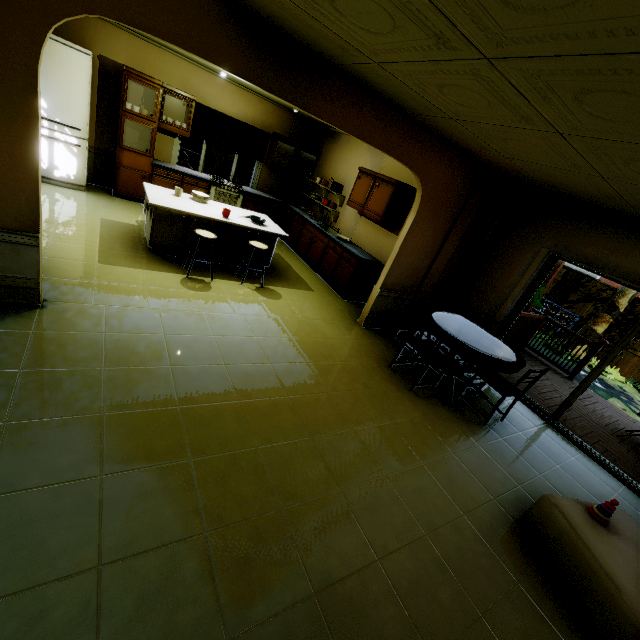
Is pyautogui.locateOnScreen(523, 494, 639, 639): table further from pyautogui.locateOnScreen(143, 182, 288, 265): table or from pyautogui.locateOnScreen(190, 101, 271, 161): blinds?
pyautogui.locateOnScreen(190, 101, 271, 161): blinds

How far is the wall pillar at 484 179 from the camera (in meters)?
4.72

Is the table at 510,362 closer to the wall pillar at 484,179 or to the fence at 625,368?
the wall pillar at 484,179

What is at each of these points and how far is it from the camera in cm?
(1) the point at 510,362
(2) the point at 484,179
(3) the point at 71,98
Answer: (1) table, 393
(2) wall pillar, 469
(3) refrigerator, 526

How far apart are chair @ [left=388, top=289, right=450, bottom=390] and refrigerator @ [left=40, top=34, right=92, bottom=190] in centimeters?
640cm

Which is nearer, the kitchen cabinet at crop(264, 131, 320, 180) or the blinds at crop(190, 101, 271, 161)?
the blinds at crop(190, 101, 271, 161)

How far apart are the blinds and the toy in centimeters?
834cm

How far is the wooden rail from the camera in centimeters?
675cm
